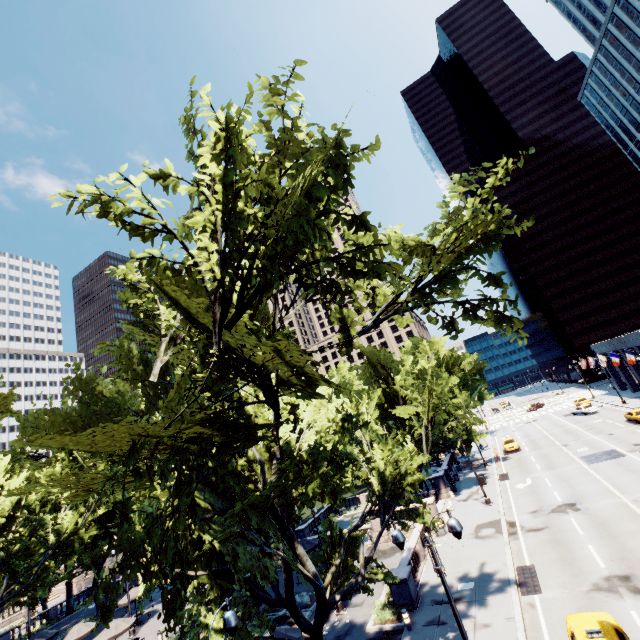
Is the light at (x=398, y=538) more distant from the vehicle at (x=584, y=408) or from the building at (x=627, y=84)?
the vehicle at (x=584, y=408)

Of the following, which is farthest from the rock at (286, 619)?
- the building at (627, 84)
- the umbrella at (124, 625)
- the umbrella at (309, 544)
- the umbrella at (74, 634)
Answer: the building at (627, 84)

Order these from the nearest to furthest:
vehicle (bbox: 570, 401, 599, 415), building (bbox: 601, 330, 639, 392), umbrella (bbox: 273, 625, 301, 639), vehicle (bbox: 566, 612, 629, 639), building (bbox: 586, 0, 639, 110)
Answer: vehicle (bbox: 566, 612, 629, 639) < umbrella (bbox: 273, 625, 301, 639) < building (bbox: 601, 330, 639, 392) < vehicle (bbox: 570, 401, 599, 415) < building (bbox: 586, 0, 639, 110)

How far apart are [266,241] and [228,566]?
14.73m

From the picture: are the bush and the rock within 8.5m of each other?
yes

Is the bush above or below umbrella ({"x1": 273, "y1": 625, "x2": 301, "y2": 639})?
below

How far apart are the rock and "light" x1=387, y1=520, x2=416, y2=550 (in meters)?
16.37

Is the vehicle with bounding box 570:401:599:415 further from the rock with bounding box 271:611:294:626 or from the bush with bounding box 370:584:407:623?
the rock with bounding box 271:611:294:626
